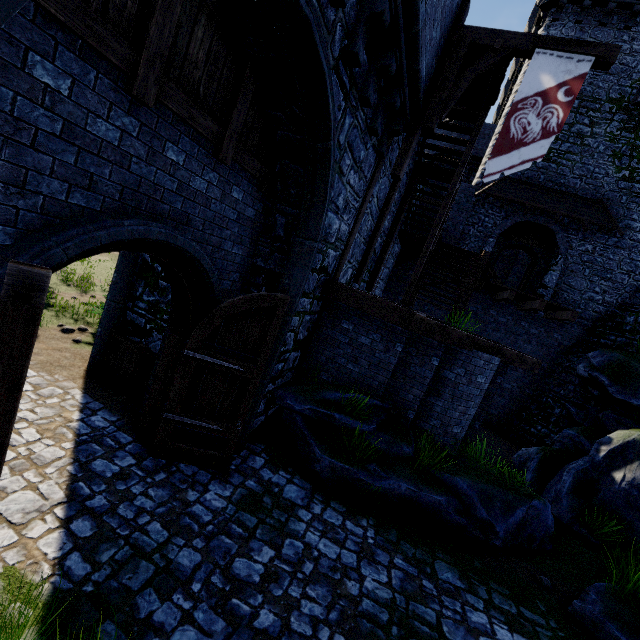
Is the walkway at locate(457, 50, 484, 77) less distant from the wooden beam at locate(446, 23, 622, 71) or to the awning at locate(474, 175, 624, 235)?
the wooden beam at locate(446, 23, 622, 71)

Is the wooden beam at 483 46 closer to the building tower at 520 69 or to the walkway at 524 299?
the walkway at 524 299

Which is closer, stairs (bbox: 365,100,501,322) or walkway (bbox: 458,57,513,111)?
walkway (bbox: 458,57,513,111)

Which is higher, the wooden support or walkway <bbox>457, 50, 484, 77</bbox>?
walkway <bbox>457, 50, 484, 77</bbox>

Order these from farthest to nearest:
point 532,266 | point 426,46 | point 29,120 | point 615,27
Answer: point 532,266
point 615,27
point 426,46
point 29,120

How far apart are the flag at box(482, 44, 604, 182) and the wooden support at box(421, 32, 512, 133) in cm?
37

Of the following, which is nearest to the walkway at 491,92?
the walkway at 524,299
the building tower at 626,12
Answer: the walkway at 524,299

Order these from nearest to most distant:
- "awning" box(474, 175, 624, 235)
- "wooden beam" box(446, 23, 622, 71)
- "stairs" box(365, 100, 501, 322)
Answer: "wooden beam" box(446, 23, 622, 71) < "stairs" box(365, 100, 501, 322) < "awning" box(474, 175, 624, 235)
